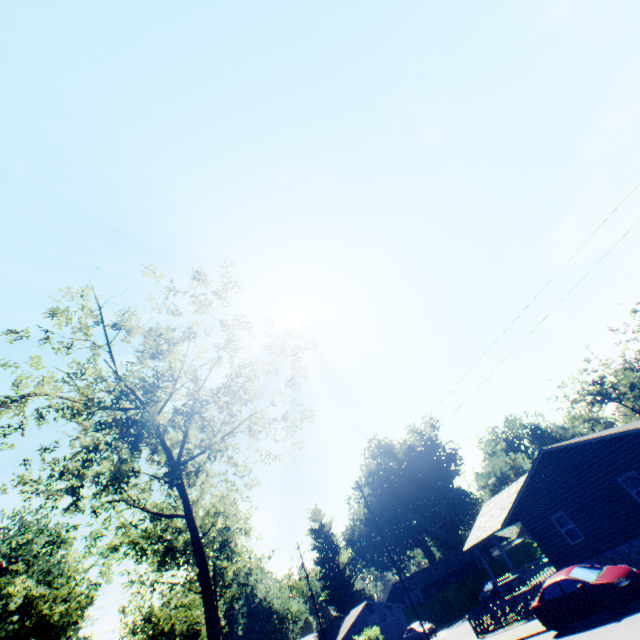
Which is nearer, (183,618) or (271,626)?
(183,618)

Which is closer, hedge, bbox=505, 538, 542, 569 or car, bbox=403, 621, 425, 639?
car, bbox=403, 621, 425, 639

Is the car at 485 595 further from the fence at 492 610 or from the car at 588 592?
the car at 588 592

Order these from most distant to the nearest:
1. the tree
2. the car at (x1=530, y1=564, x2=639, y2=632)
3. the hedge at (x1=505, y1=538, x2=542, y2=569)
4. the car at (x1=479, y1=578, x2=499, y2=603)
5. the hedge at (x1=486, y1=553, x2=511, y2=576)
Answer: the hedge at (x1=505, y1=538, x2=542, y2=569), the hedge at (x1=486, y1=553, x2=511, y2=576), the car at (x1=479, y1=578, x2=499, y2=603), the tree, the car at (x1=530, y1=564, x2=639, y2=632)

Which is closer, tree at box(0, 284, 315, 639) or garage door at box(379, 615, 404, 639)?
tree at box(0, 284, 315, 639)

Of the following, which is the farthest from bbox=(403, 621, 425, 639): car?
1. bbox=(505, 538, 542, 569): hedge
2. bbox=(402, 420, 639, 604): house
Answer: bbox=(402, 420, 639, 604): house

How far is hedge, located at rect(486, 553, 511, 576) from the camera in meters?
43.3 m

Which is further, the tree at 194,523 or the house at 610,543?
the house at 610,543
